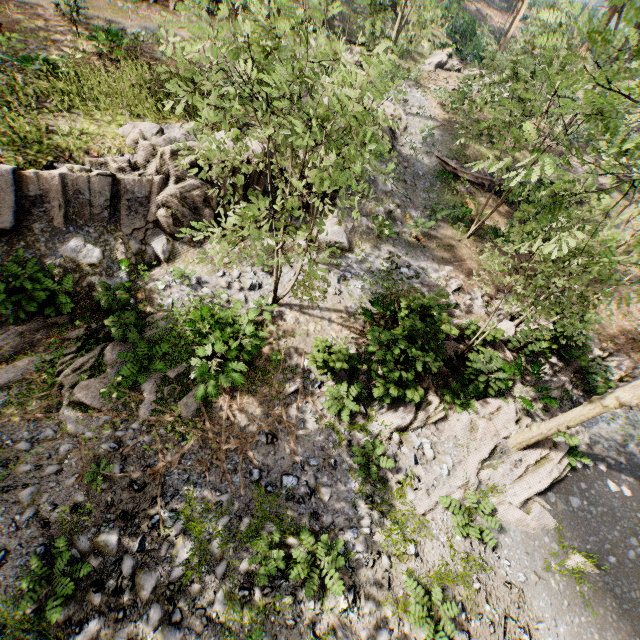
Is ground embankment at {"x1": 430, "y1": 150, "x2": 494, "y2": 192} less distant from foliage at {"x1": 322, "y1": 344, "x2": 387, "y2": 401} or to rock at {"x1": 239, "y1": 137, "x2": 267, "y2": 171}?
foliage at {"x1": 322, "y1": 344, "x2": 387, "y2": 401}

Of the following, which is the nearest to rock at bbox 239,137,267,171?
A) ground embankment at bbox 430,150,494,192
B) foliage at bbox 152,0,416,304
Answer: foliage at bbox 152,0,416,304

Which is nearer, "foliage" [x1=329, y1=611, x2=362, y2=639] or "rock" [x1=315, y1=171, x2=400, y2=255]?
"foliage" [x1=329, y1=611, x2=362, y2=639]

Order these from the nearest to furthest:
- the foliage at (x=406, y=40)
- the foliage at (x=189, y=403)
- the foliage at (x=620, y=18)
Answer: the foliage at (x=620, y=18), the foliage at (x=189, y=403), the foliage at (x=406, y=40)

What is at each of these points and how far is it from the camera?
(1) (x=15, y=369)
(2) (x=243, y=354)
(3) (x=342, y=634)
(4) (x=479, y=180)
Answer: (1) foliage, 9.00m
(2) foliage, 9.06m
(3) foliage, 7.16m
(4) ground embankment, 21.38m

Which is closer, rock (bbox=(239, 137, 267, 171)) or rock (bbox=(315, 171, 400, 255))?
rock (bbox=(239, 137, 267, 171))

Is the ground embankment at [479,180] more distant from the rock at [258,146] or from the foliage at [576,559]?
the rock at [258,146]
